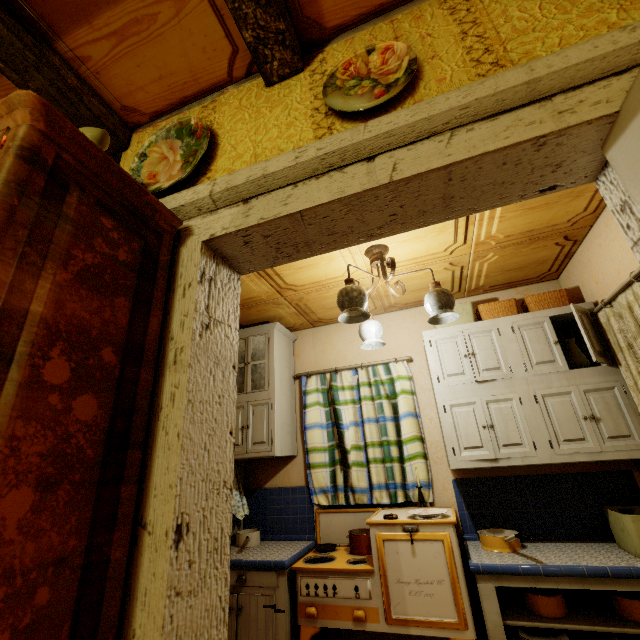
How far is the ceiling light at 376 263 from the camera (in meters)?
1.97

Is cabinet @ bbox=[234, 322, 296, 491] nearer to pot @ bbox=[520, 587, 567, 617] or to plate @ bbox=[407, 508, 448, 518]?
plate @ bbox=[407, 508, 448, 518]

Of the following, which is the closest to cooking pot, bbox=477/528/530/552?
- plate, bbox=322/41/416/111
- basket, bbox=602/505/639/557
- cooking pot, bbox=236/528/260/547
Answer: basket, bbox=602/505/639/557

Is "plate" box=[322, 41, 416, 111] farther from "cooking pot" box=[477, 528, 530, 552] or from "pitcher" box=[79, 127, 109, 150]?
"cooking pot" box=[477, 528, 530, 552]

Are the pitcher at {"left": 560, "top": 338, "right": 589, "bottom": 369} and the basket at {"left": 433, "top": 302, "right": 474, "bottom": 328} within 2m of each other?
yes

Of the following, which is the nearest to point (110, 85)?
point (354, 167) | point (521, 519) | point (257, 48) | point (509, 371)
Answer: point (257, 48)

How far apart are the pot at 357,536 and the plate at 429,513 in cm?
41

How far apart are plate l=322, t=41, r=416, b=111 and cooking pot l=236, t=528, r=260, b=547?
3.06m
